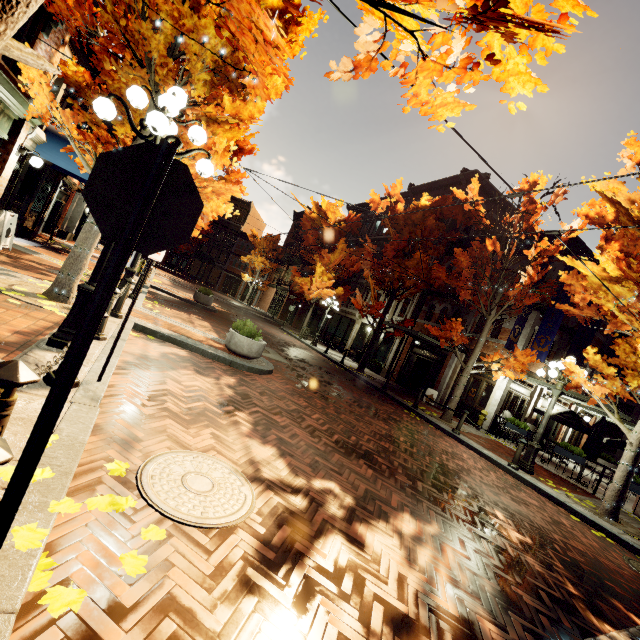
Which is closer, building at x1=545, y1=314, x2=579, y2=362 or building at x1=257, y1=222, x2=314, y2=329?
building at x1=545, y1=314, x2=579, y2=362

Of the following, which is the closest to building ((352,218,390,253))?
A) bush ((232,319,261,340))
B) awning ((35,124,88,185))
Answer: awning ((35,124,88,185))

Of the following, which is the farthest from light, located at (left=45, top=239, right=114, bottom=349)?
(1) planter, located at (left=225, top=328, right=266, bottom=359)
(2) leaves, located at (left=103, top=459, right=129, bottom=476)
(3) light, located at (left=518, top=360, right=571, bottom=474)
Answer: (3) light, located at (left=518, top=360, right=571, bottom=474)

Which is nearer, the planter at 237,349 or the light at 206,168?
the light at 206,168

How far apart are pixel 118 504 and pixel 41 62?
2.6m

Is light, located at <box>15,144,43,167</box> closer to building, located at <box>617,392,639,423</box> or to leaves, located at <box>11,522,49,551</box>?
building, located at <box>617,392,639,423</box>

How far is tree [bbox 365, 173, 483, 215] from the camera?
13.5m

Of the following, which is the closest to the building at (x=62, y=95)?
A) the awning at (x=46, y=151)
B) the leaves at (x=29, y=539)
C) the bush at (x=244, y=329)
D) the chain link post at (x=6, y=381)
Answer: the awning at (x=46, y=151)
